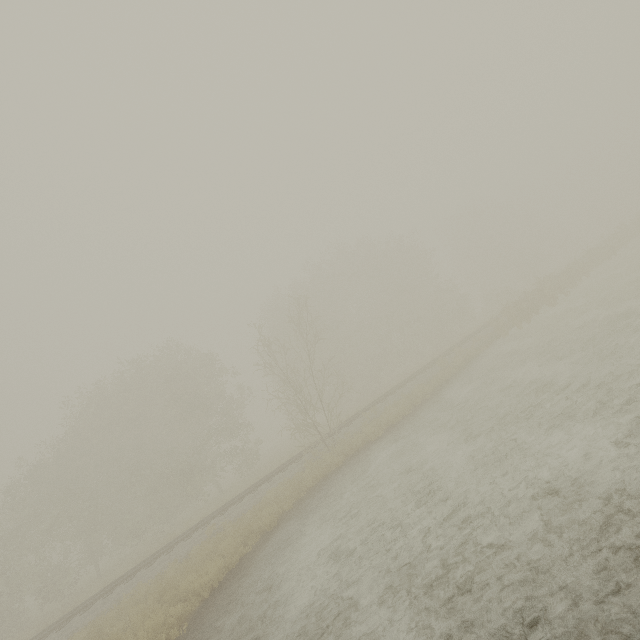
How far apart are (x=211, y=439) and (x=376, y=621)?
22.4m
